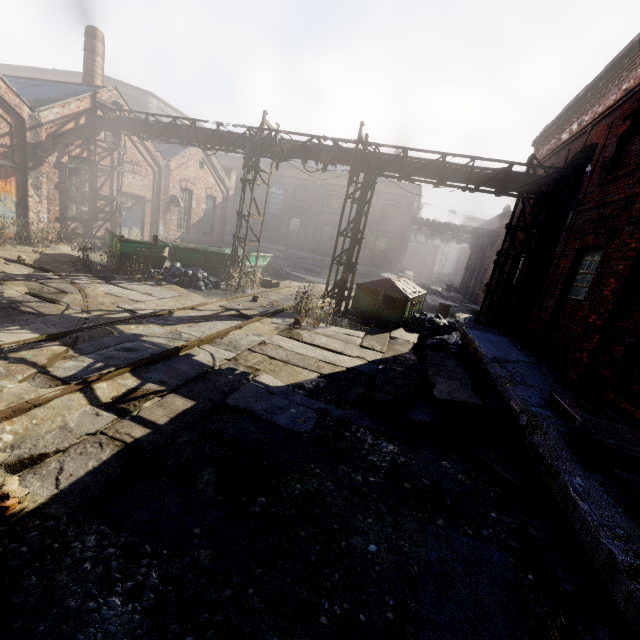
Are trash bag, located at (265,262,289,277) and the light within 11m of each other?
no

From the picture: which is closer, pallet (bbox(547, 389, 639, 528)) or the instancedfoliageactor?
the instancedfoliageactor

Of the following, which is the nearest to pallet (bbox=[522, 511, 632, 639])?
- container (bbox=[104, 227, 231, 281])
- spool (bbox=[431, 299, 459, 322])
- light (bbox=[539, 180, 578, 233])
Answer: light (bbox=[539, 180, 578, 233])

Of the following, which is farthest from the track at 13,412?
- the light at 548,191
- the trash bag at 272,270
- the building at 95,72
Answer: the building at 95,72

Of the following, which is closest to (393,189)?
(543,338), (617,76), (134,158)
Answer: (134,158)

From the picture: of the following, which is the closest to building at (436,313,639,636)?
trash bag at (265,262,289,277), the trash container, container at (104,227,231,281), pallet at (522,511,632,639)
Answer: pallet at (522,511,632,639)

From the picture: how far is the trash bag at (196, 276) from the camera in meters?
12.1 m

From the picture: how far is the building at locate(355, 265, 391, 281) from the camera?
28.23m
